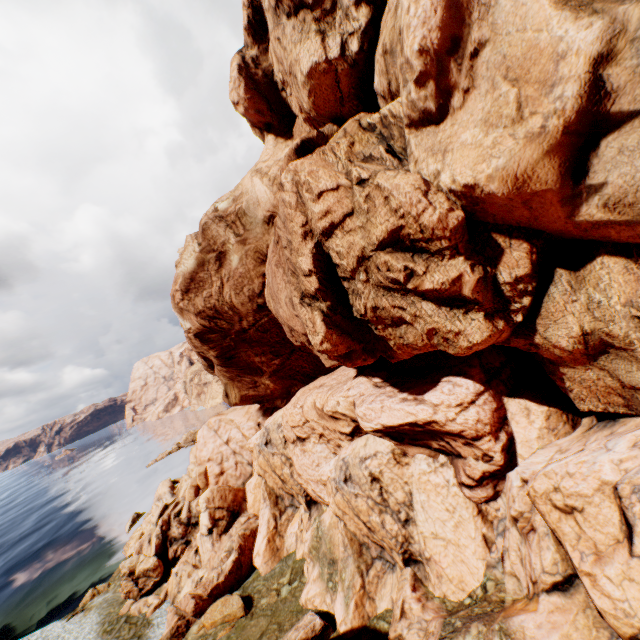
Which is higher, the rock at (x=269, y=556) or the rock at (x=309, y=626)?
the rock at (x=269, y=556)

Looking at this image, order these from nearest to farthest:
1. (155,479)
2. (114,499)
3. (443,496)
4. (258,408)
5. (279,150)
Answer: (443,496) < (279,150) < (258,408) < (114,499) < (155,479)

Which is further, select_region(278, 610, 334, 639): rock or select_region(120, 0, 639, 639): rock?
select_region(278, 610, 334, 639): rock

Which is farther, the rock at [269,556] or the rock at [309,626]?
the rock at [309,626]

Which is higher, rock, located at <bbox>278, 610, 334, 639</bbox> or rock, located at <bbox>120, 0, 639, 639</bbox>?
rock, located at <bbox>120, 0, 639, 639</bbox>
